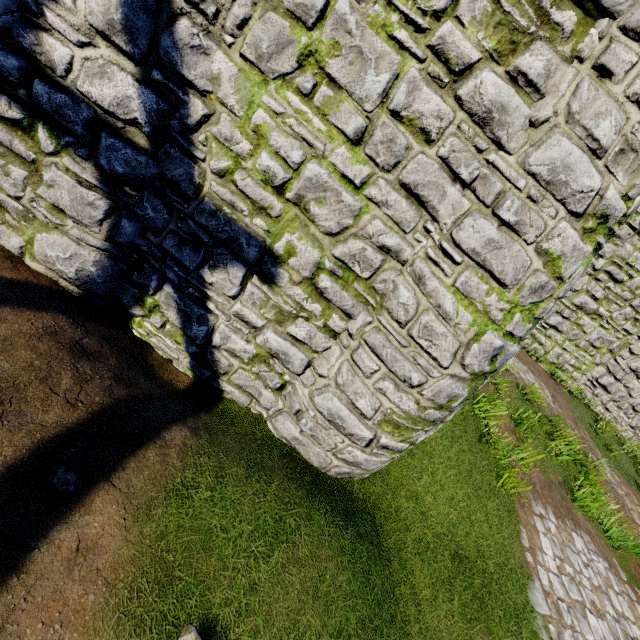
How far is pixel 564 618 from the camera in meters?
4.5
